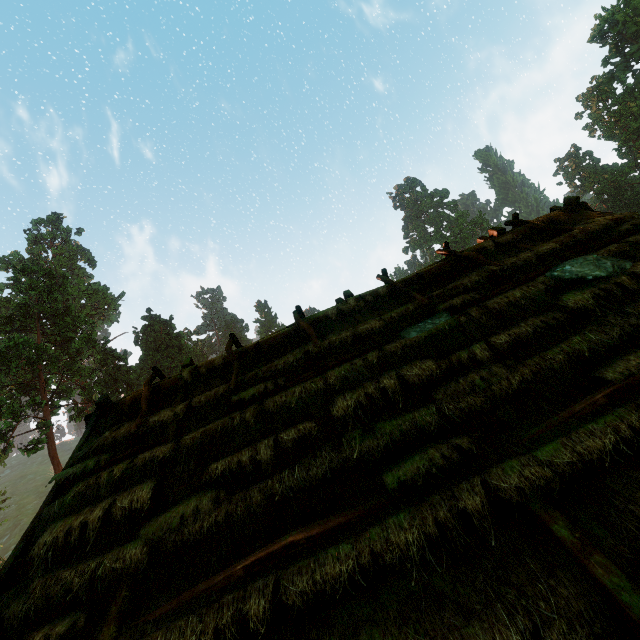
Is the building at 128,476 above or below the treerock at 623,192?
below

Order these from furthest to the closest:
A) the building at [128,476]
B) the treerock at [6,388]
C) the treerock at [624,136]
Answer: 1. the treerock at [624,136]
2. the treerock at [6,388]
3. the building at [128,476]

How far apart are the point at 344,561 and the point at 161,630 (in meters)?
1.72

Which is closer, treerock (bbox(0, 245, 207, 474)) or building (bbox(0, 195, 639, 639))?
building (bbox(0, 195, 639, 639))

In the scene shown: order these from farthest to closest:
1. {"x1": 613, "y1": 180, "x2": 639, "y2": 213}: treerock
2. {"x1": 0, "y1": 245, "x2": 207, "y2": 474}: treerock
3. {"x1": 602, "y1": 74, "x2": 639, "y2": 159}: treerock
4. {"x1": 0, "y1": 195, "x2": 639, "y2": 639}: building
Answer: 1. {"x1": 613, "y1": 180, "x2": 639, "y2": 213}: treerock
2. {"x1": 602, "y1": 74, "x2": 639, "y2": 159}: treerock
3. {"x1": 0, "y1": 245, "x2": 207, "y2": 474}: treerock
4. {"x1": 0, "y1": 195, "x2": 639, "y2": 639}: building

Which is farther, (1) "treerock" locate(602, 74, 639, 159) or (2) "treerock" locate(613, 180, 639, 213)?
(2) "treerock" locate(613, 180, 639, 213)
